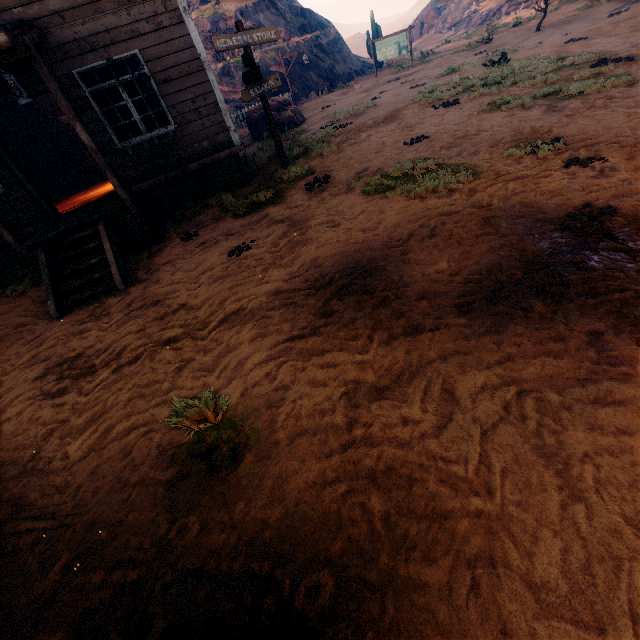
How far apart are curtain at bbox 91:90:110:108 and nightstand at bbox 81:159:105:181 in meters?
6.0 m

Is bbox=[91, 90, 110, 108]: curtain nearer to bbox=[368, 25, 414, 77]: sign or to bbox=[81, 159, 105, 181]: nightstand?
bbox=[81, 159, 105, 181]: nightstand

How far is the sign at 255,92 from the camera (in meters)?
7.31

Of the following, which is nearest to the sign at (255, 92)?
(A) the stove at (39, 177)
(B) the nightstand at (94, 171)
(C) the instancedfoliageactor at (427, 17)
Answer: (B) the nightstand at (94, 171)

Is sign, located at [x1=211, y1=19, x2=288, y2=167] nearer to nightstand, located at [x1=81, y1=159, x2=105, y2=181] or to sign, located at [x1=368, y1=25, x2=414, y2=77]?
nightstand, located at [x1=81, y1=159, x2=105, y2=181]

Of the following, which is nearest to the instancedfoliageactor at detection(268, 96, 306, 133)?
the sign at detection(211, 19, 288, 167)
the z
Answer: the z

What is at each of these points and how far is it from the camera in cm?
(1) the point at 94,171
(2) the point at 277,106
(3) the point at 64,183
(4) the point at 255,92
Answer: (1) nightstand, 1231
(2) instancedfoliageactor, 1527
(3) log pile, 1296
(4) sign, 801

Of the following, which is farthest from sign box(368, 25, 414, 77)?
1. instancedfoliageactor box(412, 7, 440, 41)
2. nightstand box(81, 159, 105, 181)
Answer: instancedfoliageactor box(412, 7, 440, 41)
